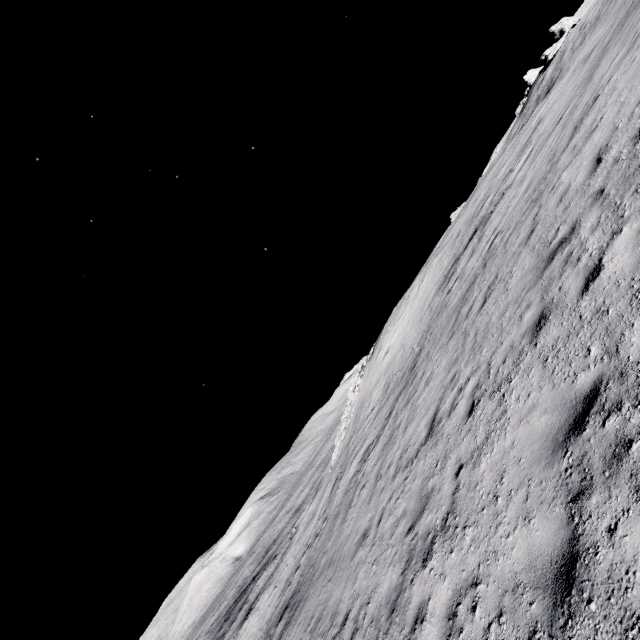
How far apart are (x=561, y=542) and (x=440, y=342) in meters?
9.6
